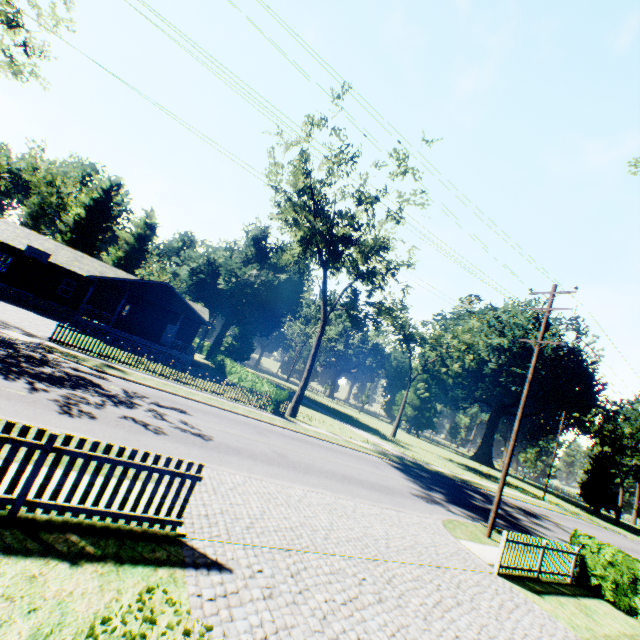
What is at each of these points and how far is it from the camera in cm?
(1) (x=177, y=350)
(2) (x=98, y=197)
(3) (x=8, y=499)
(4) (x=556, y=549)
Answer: (1) house, 3325
(2) plant, 5784
(3) fence, 466
(4) fence, 1179

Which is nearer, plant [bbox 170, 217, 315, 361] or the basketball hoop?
the basketball hoop

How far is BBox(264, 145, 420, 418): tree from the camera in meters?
23.2

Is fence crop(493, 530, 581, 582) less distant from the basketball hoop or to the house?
the house

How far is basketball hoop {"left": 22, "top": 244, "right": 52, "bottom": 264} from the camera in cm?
2790

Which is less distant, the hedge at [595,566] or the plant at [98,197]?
the hedge at [595,566]

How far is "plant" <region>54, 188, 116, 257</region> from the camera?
56.6m

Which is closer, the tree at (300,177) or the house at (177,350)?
the tree at (300,177)
